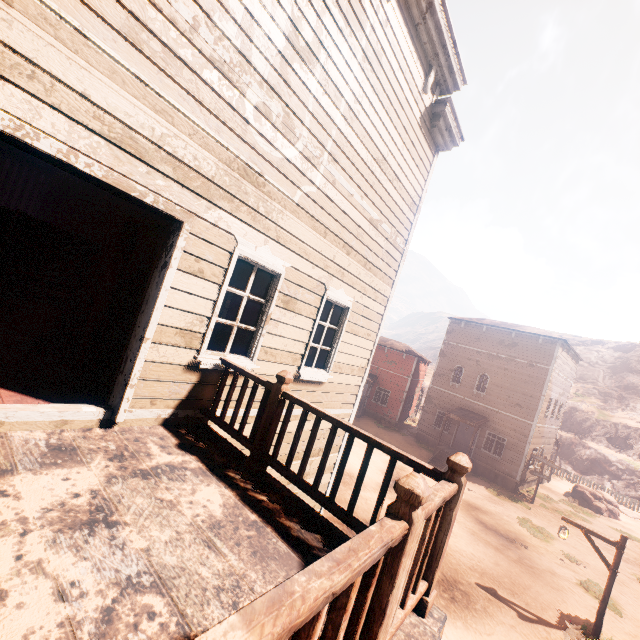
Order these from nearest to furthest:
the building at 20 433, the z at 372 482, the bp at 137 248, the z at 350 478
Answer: the building at 20 433, the bp at 137 248, the z at 372 482, the z at 350 478

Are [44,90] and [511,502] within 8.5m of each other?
no

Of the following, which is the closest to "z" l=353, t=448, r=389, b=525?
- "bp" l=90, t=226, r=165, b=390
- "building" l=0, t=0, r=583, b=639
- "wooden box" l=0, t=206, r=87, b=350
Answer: "building" l=0, t=0, r=583, b=639

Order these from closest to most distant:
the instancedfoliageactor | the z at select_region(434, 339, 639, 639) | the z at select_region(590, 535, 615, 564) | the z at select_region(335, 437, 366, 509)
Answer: the z at select_region(434, 339, 639, 639) → the z at select_region(335, 437, 366, 509) → the z at select_region(590, 535, 615, 564) → the instancedfoliageactor

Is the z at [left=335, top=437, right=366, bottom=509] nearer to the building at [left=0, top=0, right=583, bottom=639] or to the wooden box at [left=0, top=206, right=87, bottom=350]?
the building at [left=0, top=0, right=583, bottom=639]

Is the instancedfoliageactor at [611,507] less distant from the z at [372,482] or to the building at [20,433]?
the z at [372,482]

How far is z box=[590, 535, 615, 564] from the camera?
16.72m
